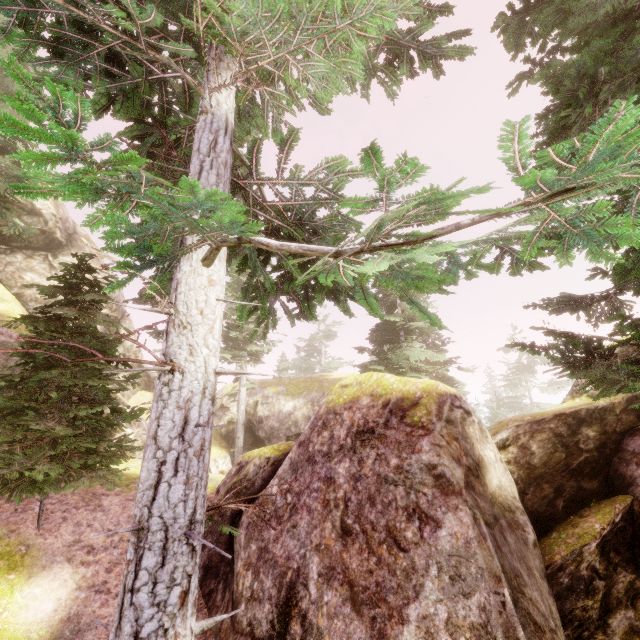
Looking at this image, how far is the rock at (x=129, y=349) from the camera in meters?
21.8

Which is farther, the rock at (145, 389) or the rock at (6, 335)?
the rock at (145, 389)

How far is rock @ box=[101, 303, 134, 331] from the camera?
21.56m

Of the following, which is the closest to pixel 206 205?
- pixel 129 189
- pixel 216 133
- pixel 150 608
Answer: pixel 129 189

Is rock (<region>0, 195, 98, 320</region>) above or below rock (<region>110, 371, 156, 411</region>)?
above

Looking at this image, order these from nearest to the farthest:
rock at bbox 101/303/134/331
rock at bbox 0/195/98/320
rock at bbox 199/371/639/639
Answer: rock at bbox 199/371/639/639 < rock at bbox 0/195/98/320 < rock at bbox 101/303/134/331
